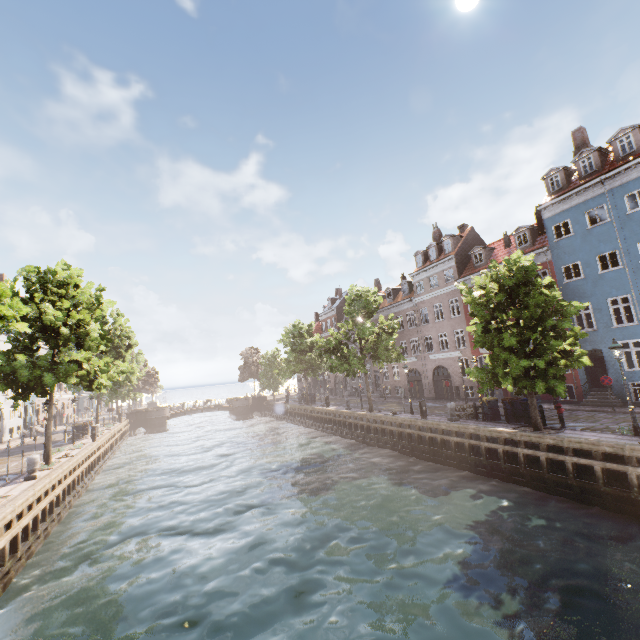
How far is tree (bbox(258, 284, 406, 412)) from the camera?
26.47m

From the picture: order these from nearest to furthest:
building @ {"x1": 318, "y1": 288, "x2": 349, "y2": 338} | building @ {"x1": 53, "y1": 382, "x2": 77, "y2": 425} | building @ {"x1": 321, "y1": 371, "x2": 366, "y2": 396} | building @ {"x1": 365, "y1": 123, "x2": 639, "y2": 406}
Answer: building @ {"x1": 365, "y1": 123, "x2": 639, "y2": 406}
building @ {"x1": 321, "y1": 371, "x2": 366, "y2": 396}
building @ {"x1": 53, "y1": 382, "x2": 77, "y2": 425}
building @ {"x1": 318, "y1": 288, "x2": 349, "y2": 338}

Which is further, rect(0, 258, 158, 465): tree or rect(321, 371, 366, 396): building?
rect(321, 371, 366, 396): building

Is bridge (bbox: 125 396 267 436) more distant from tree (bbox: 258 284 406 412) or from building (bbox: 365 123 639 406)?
building (bbox: 365 123 639 406)

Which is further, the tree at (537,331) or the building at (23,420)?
the building at (23,420)

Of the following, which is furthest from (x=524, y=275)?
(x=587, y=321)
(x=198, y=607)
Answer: (x=198, y=607)

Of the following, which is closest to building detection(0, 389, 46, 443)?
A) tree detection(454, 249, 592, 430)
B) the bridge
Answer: tree detection(454, 249, 592, 430)

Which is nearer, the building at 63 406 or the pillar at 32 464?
the pillar at 32 464
